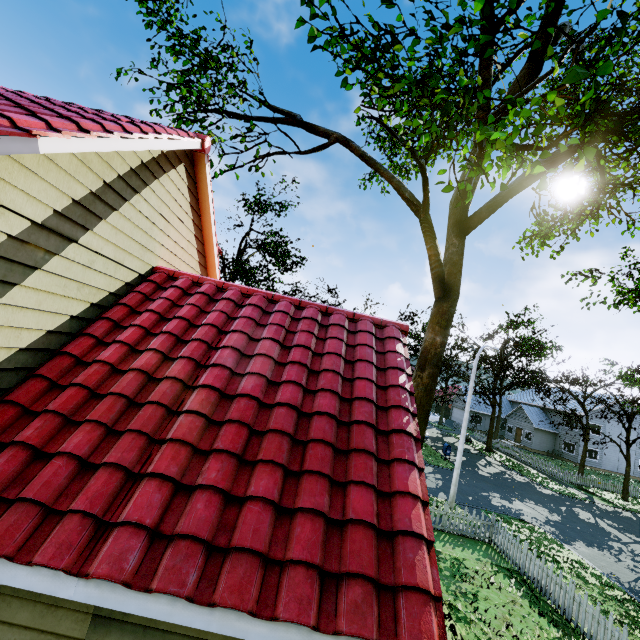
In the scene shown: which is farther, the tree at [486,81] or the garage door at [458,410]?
the garage door at [458,410]

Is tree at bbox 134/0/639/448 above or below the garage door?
above

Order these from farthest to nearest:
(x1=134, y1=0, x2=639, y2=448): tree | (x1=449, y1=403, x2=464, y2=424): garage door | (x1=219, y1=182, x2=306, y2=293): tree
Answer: (x1=449, y1=403, x2=464, y2=424): garage door, (x1=219, y1=182, x2=306, y2=293): tree, (x1=134, y1=0, x2=639, y2=448): tree

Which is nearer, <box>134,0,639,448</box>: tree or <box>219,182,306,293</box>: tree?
<box>134,0,639,448</box>: tree

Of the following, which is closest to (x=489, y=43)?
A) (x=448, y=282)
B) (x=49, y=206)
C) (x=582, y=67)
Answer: (x=448, y=282)

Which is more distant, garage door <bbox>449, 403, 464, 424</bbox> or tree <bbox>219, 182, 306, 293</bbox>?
garage door <bbox>449, 403, 464, 424</bbox>

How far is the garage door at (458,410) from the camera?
52.5 meters
